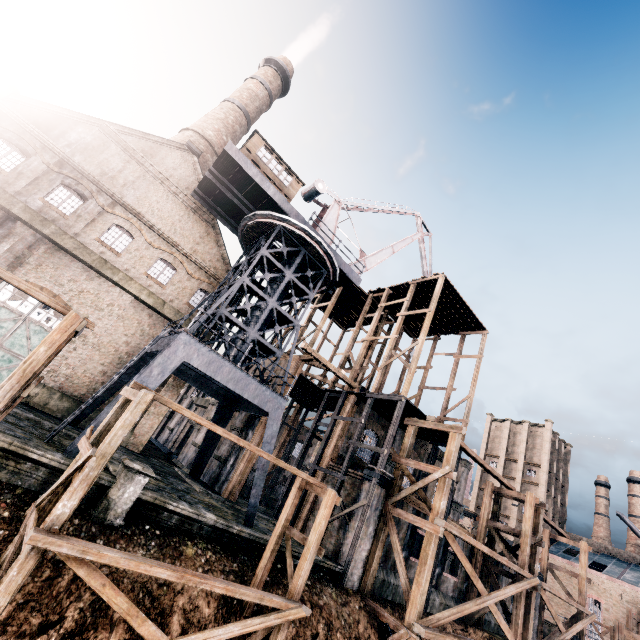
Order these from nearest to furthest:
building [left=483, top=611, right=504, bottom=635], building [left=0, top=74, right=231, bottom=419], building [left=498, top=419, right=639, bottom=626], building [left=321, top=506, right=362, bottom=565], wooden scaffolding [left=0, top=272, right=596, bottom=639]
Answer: wooden scaffolding [left=0, top=272, right=596, bottom=639] < building [left=321, top=506, right=362, bottom=565] < building [left=0, top=74, right=231, bottom=419] < building [left=483, top=611, right=504, bottom=635] < building [left=498, top=419, right=639, bottom=626]

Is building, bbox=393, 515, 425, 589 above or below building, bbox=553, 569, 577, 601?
below

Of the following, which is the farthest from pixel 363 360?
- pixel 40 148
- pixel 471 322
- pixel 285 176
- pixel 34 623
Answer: pixel 40 148

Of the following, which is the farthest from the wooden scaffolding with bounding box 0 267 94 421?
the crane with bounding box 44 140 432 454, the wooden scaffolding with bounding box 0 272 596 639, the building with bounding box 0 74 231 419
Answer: the wooden scaffolding with bounding box 0 272 596 639

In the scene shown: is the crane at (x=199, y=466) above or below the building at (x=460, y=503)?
below

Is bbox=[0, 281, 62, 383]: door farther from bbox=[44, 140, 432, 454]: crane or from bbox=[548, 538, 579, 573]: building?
bbox=[548, 538, 579, 573]: building

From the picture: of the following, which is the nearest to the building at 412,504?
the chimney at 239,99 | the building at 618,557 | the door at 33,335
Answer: the door at 33,335

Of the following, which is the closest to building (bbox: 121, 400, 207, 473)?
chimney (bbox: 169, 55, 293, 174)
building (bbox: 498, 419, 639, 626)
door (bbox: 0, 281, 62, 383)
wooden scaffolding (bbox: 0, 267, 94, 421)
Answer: door (bbox: 0, 281, 62, 383)
